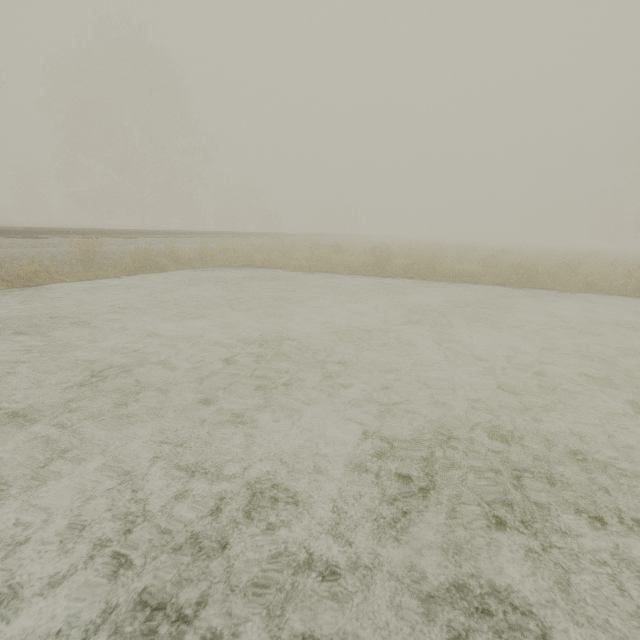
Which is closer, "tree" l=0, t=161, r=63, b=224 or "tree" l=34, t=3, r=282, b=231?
"tree" l=34, t=3, r=282, b=231

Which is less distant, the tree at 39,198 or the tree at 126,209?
the tree at 126,209

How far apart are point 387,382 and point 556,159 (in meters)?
76.66
